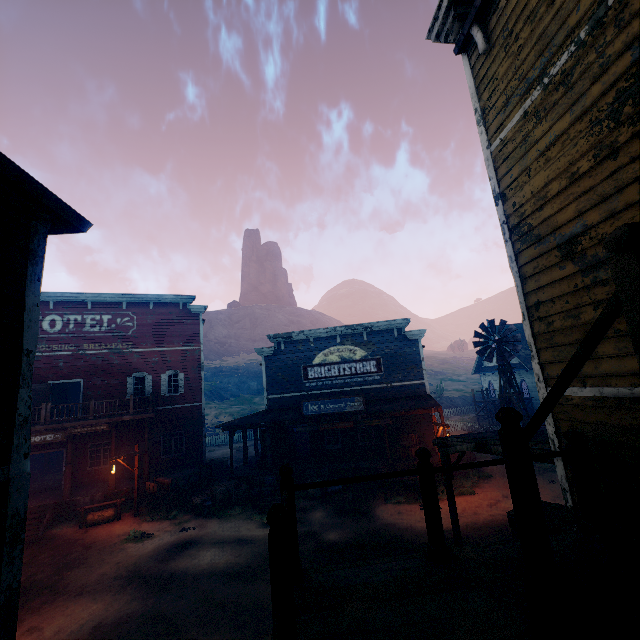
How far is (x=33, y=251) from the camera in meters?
2.7 m

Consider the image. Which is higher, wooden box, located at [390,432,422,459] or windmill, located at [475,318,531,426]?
windmill, located at [475,318,531,426]

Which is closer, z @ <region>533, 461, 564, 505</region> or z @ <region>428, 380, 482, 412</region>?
z @ <region>533, 461, 564, 505</region>

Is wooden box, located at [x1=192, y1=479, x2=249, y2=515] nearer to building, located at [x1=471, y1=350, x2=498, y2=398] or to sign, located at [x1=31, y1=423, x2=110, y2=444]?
building, located at [x1=471, y1=350, x2=498, y2=398]

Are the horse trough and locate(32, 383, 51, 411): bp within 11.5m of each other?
no

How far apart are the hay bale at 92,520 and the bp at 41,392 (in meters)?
6.93

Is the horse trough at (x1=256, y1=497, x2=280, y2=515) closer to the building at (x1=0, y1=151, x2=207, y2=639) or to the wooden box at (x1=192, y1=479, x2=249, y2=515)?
the wooden box at (x1=192, y1=479, x2=249, y2=515)

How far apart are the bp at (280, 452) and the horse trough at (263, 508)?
3.50m
